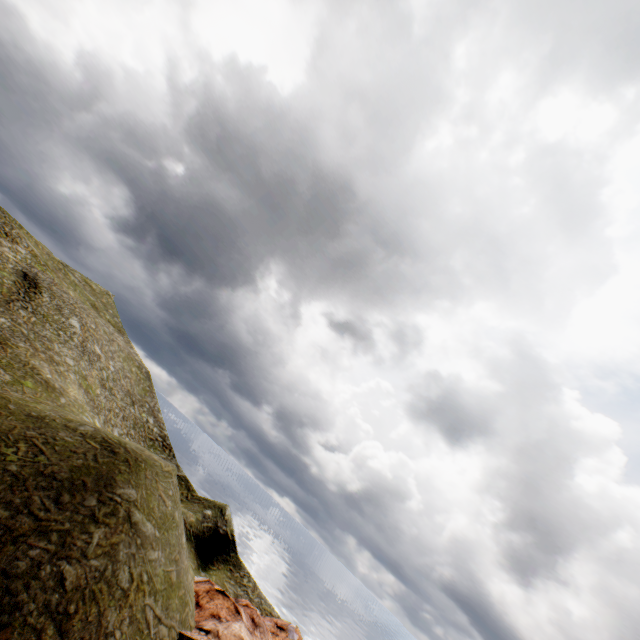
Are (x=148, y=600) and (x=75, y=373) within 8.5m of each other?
no
